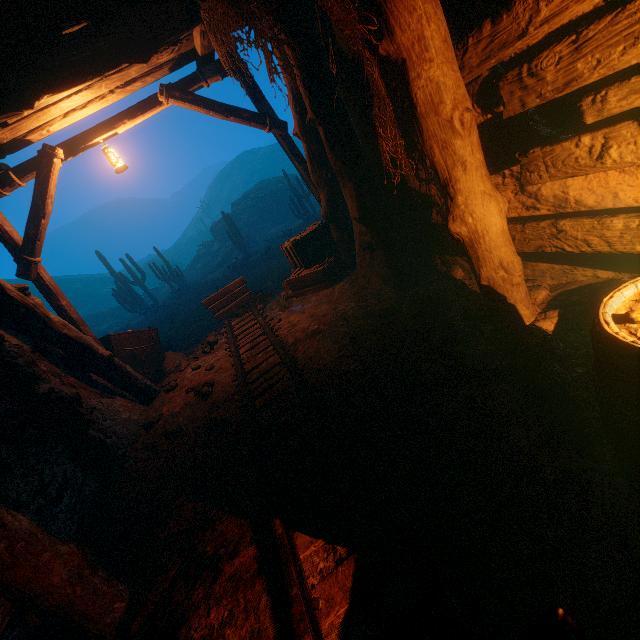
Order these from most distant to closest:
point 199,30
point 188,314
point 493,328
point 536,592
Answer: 1. point 188,314
2. point 199,30
3. point 493,328
4. point 536,592

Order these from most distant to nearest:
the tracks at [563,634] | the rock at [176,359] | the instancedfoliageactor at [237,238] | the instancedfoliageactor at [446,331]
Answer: the instancedfoliageactor at [237,238] → the rock at [176,359] → the instancedfoliageactor at [446,331] → the tracks at [563,634]

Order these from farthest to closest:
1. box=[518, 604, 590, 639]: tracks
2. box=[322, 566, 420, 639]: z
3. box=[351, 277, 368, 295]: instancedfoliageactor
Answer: box=[351, 277, 368, 295]: instancedfoliageactor
box=[322, 566, 420, 639]: z
box=[518, 604, 590, 639]: tracks

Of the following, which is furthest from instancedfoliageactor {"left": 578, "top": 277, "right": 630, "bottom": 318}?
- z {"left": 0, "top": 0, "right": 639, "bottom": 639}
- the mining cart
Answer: the mining cart

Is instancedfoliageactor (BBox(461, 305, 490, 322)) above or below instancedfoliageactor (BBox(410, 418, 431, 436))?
below

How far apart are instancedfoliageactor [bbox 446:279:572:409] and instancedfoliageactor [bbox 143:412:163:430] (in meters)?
4.19

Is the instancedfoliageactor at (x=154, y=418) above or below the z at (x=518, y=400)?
above

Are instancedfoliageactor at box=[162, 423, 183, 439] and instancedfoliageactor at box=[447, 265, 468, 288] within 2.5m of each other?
no
